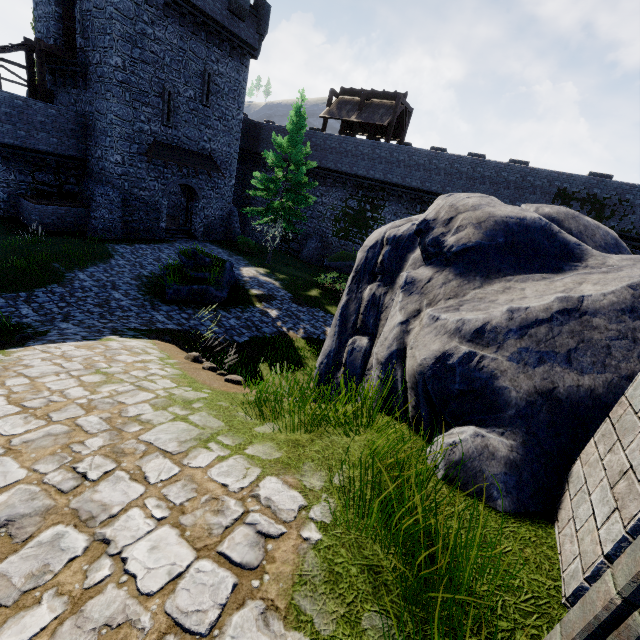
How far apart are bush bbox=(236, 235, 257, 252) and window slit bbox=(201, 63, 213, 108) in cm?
894

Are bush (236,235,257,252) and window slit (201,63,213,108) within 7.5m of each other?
no

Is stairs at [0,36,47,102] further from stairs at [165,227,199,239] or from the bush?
the bush

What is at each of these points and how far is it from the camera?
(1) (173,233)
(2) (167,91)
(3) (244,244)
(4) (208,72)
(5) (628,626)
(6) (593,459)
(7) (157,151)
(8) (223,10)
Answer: (1) stairs, 24.81m
(2) window slit, 20.23m
(3) bush, 25.30m
(4) window slit, 21.84m
(5) double door, 1.04m
(6) building, 2.14m
(7) awning, 20.88m
(8) building, 20.73m

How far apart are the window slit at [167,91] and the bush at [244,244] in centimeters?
817cm

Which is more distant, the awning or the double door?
the awning

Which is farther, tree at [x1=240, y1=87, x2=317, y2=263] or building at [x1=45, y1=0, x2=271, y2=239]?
tree at [x1=240, y1=87, x2=317, y2=263]

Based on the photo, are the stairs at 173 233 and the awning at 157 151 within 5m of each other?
yes
